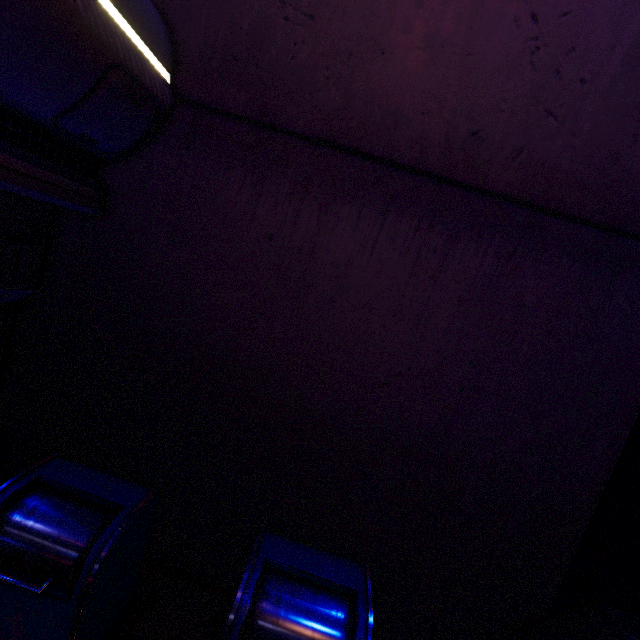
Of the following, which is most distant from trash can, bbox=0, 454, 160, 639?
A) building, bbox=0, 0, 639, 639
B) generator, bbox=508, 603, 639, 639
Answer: generator, bbox=508, 603, 639, 639

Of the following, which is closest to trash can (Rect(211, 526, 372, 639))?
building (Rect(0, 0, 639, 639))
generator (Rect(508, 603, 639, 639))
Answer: building (Rect(0, 0, 639, 639))

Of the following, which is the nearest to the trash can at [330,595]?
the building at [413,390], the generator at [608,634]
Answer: the building at [413,390]

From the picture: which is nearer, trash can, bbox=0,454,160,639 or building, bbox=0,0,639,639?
trash can, bbox=0,454,160,639

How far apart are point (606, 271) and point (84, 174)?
4.2 meters

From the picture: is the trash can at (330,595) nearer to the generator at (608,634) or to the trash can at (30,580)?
the trash can at (30,580)

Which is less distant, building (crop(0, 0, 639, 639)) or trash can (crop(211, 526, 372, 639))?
trash can (crop(211, 526, 372, 639))
